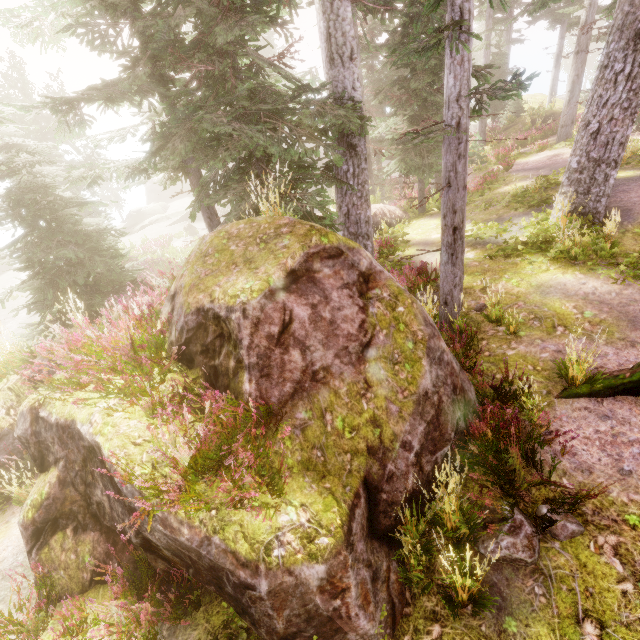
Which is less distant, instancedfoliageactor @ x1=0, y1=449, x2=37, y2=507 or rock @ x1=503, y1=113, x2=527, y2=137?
instancedfoliageactor @ x1=0, y1=449, x2=37, y2=507

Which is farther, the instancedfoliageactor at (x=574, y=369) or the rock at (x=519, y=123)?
the rock at (x=519, y=123)

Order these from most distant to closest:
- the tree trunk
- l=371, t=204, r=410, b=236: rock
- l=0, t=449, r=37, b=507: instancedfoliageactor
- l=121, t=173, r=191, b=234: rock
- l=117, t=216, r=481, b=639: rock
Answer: l=121, t=173, r=191, b=234: rock < l=371, t=204, r=410, b=236: rock < l=0, t=449, r=37, b=507: instancedfoliageactor < the tree trunk < l=117, t=216, r=481, b=639: rock

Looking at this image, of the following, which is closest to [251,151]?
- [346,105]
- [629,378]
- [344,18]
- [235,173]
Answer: [235,173]

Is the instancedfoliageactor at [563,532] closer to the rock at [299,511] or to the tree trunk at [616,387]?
the rock at [299,511]

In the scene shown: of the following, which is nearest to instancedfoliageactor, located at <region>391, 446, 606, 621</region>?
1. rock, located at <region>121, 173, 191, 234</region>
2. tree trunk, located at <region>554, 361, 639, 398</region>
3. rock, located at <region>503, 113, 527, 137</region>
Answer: rock, located at <region>503, 113, 527, 137</region>

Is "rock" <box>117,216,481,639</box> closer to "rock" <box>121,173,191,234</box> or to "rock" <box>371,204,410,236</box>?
"rock" <box>371,204,410,236</box>

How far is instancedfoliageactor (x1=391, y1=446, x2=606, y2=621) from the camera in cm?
344
